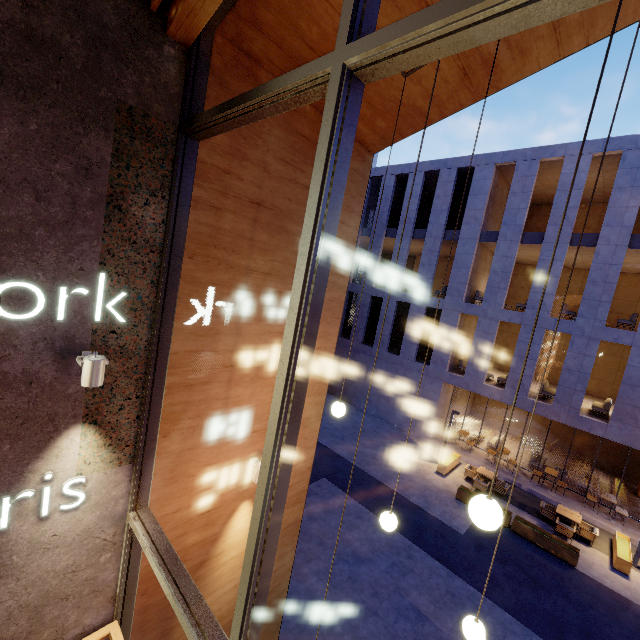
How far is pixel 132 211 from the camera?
2.89m

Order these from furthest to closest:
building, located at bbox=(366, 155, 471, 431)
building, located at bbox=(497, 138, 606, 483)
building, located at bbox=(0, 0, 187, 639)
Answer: building, located at bbox=(366, 155, 471, 431) → building, located at bbox=(497, 138, 606, 483) → building, located at bbox=(0, 0, 187, 639)

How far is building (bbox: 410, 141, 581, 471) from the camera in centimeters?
1559cm

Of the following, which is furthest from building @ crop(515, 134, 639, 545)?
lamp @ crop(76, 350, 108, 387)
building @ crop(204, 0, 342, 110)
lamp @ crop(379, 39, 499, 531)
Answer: lamp @ crop(76, 350, 108, 387)

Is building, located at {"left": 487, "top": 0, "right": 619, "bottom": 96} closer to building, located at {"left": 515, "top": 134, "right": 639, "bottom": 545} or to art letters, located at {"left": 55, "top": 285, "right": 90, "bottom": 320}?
art letters, located at {"left": 55, "top": 285, "right": 90, "bottom": 320}

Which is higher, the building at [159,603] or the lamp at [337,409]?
the lamp at [337,409]

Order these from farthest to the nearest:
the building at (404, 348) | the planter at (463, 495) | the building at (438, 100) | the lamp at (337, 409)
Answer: the building at (404, 348), the planter at (463, 495), the lamp at (337, 409), the building at (438, 100)
